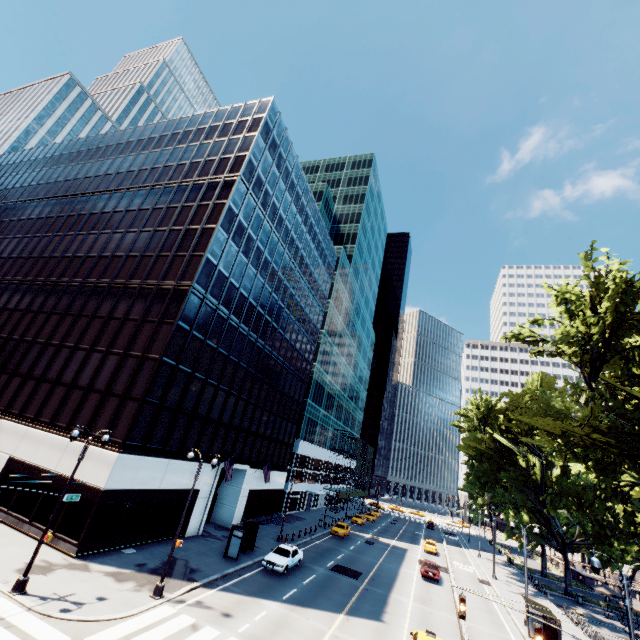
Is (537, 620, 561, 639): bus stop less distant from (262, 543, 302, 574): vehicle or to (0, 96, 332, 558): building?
(262, 543, 302, 574): vehicle

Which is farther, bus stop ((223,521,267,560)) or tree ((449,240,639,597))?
bus stop ((223,521,267,560))

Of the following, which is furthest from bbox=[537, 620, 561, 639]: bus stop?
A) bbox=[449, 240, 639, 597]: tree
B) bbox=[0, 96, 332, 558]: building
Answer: bbox=[449, 240, 639, 597]: tree

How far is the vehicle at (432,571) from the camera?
32.2m

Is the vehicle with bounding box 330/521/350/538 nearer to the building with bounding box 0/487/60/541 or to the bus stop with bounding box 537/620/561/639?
the building with bounding box 0/487/60/541

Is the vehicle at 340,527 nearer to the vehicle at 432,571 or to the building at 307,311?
the building at 307,311

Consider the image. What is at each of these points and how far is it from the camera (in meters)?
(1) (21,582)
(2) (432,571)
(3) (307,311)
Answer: (1) light, 14.99
(2) vehicle, 32.50
(3) building, 50.62

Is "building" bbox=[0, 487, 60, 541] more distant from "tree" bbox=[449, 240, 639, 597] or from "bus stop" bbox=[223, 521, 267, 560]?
"tree" bbox=[449, 240, 639, 597]
